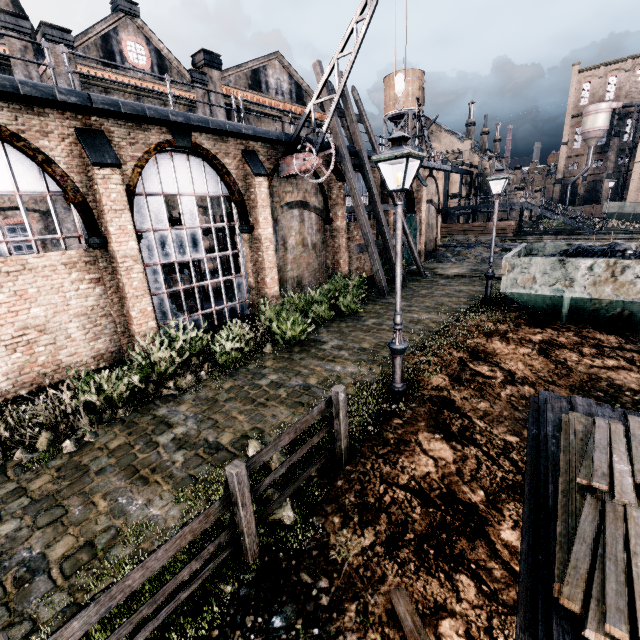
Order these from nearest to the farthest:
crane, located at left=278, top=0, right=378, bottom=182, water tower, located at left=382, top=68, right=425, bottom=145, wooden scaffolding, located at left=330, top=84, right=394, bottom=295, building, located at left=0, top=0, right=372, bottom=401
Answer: building, located at left=0, top=0, right=372, bottom=401 → crane, located at left=278, top=0, right=378, bottom=182 → wooden scaffolding, located at left=330, top=84, right=394, bottom=295 → water tower, located at left=382, top=68, right=425, bottom=145

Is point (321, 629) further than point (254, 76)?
No

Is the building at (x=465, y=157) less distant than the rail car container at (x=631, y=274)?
No

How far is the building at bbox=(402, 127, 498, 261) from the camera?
26.9 meters

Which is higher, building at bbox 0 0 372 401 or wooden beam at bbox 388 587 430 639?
building at bbox 0 0 372 401

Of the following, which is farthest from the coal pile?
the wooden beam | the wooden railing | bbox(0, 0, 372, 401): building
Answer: the wooden beam

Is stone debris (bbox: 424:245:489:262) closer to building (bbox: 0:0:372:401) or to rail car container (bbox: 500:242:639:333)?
building (bbox: 0:0:372:401)

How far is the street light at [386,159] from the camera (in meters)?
6.00
